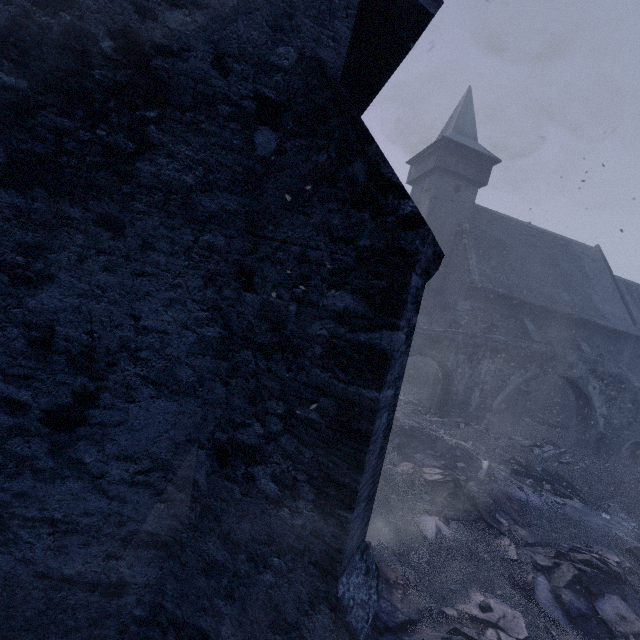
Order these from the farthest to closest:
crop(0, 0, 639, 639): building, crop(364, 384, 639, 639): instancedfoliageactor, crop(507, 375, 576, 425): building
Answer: crop(507, 375, 576, 425): building
crop(364, 384, 639, 639): instancedfoliageactor
crop(0, 0, 639, 639): building

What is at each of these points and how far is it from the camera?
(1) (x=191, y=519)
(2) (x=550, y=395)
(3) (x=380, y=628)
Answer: (1) building, 2.9 meters
(2) building, 20.5 meters
(3) instancedfoliageactor, 4.1 meters

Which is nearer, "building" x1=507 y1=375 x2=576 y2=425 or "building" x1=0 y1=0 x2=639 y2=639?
"building" x1=0 y1=0 x2=639 y2=639

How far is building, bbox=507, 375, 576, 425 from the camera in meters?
18.3 m

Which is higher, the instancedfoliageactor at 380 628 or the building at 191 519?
the building at 191 519

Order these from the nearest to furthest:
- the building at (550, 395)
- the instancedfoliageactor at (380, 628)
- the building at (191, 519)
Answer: the building at (191, 519)
the instancedfoliageactor at (380, 628)
the building at (550, 395)

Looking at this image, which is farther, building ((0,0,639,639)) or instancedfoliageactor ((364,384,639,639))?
instancedfoliageactor ((364,384,639,639))
